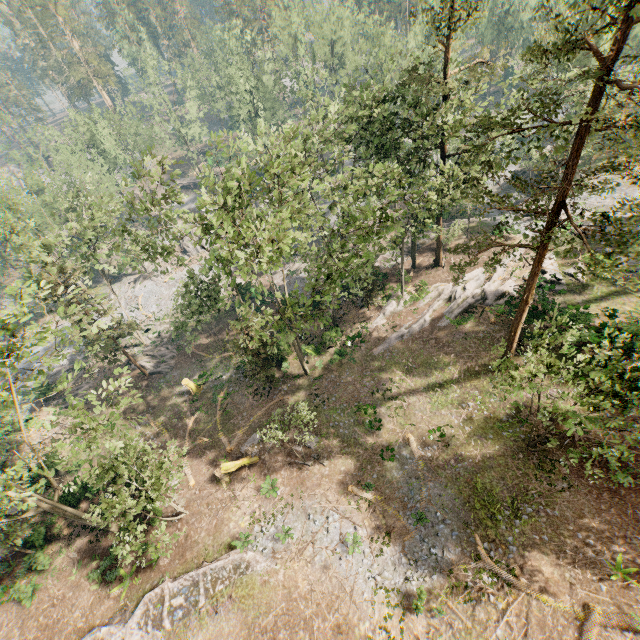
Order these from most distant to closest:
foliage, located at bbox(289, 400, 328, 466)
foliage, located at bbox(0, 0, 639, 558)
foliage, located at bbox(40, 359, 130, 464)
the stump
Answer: the stump < foliage, located at bbox(289, 400, 328, 466) < foliage, located at bbox(40, 359, 130, 464) < foliage, located at bbox(0, 0, 639, 558)

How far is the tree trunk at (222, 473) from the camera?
24.2m

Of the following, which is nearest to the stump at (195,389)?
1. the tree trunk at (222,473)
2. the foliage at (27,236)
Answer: the foliage at (27,236)

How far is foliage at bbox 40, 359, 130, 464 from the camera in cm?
1612

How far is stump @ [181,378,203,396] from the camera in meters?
31.3 m

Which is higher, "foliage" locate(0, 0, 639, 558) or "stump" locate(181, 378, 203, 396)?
"foliage" locate(0, 0, 639, 558)

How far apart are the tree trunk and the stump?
9.0m

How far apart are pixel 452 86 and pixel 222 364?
31.39m
